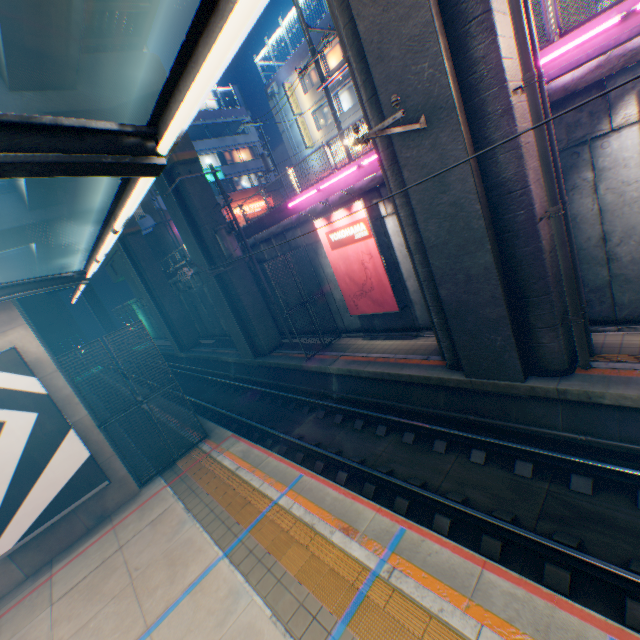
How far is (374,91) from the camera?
7.62m

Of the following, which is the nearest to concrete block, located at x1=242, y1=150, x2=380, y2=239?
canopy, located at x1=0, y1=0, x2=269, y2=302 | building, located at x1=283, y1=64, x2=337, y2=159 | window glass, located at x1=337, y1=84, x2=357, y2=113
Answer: building, located at x1=283, y1=64, x2=337, y2=159

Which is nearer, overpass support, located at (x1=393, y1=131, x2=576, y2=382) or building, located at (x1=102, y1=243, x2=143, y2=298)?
overpass support, located at (x1=393, y1=131, x2=576, y2=382)

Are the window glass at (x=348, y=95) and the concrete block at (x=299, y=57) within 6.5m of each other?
yes

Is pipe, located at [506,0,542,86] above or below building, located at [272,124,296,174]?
below

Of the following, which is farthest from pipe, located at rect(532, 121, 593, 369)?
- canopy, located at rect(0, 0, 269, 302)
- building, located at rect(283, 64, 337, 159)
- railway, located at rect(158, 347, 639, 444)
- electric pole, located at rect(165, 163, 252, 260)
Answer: building, located at rect(283, 64, 337, 159)

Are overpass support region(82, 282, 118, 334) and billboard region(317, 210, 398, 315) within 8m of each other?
no

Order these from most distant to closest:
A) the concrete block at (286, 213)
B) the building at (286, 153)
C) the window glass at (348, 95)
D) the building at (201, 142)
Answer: the building at (201, 142)
the building at (286, 153)
the window glass at (348, 95)
the concrete block at (286, 213)
